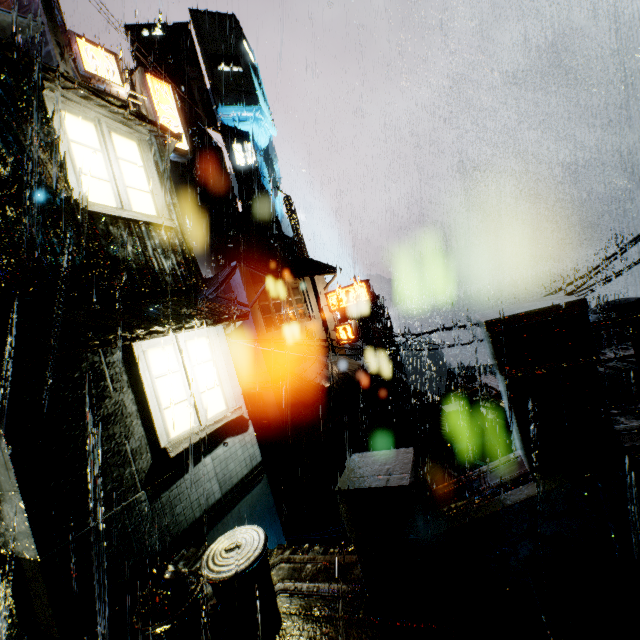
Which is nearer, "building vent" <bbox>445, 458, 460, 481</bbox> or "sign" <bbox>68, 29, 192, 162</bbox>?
"sign" <bbox>68, 29, 192, 162</bbox>

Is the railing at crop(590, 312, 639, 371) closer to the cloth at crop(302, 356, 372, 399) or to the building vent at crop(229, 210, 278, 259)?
the cloth at crop(302, 356, 372, 399)

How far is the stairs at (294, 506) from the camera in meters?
18.2 m

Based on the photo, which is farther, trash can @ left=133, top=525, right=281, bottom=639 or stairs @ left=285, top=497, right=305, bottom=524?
stairs @ left=285, top=497, right=305, bottom=524

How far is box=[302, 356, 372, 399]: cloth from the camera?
21.09m

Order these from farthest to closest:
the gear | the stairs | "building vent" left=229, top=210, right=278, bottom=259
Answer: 1. the gear
2. "building vent" left=229, top=210, right=278, bottom=259
3. the stairs

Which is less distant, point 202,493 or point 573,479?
point 573,479

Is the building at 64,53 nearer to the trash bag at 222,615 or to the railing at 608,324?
the railing at 608,324
